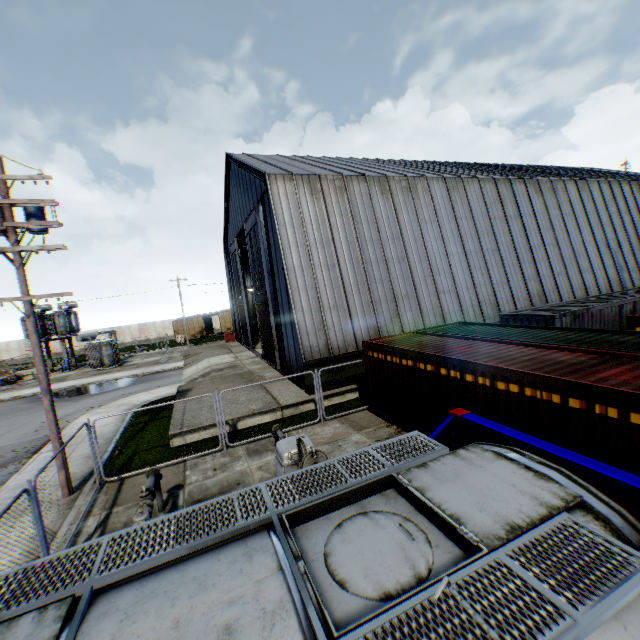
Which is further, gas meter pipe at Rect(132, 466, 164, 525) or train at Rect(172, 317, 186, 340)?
train at Rect(172, 317, 186, 340)

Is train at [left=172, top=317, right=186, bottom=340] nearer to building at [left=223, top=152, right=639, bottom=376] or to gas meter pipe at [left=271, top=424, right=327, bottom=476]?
building at [left=223, top=152, right=639, bottom=376]

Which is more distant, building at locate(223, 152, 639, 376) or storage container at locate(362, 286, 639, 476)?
building at locate(223, 152, 639, 376)

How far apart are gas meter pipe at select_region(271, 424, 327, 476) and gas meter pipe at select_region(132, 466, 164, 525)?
2.8 meters

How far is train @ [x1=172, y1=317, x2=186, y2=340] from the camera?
50.7m

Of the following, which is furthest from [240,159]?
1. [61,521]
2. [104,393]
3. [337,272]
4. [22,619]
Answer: [22,619]

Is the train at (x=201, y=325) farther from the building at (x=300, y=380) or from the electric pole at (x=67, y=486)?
the electric pole at (x=67, y=486)

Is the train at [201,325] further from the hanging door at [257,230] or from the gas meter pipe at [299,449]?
the gas meter pipe at [299,449]
